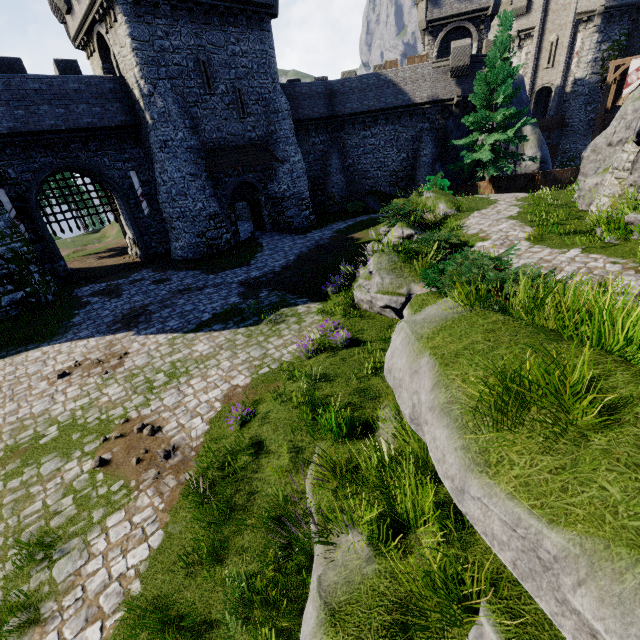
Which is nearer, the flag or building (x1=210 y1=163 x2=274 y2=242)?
building (x1=210 y1=163 x2=274 y2=242)

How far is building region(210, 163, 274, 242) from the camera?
23.1m

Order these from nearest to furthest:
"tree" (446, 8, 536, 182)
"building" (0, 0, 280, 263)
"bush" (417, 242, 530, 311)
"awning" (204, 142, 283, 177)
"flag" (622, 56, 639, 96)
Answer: "bush" (417, 242, 530, 311) → "building" (0, 0, 280, 263) → "tree" (446, 8, 536, 182) → "awning" (204, 142, 283, 177) → "flag" (622, 56, 639, 96)

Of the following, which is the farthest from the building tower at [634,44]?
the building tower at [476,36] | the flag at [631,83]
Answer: the building tower at [476,36]

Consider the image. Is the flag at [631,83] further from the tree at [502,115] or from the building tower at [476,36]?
the tree at [502,115]

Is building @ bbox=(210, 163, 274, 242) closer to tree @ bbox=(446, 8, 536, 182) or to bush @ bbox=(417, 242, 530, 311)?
tree @ bbox=(446, 8, 536, 182)

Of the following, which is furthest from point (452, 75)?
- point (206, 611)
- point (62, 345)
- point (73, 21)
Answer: point (206, 611)

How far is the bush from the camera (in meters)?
5.86
